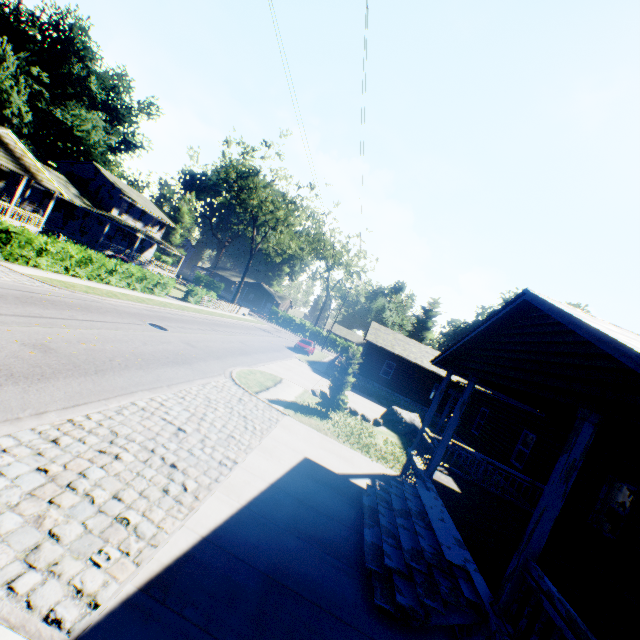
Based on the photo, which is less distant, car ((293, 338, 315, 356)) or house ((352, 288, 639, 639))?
house ((352, 288, 639, 639))

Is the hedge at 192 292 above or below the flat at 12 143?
below

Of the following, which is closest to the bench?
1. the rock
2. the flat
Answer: the rock

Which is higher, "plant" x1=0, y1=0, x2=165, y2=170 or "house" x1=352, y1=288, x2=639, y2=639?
"plant" x1=0, y1=0, x2=165, y2=170

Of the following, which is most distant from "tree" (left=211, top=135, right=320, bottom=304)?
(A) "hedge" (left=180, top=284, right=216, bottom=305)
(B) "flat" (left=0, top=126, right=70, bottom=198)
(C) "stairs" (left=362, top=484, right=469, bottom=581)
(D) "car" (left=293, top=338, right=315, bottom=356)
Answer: (C) "stairs" (left=362, top=484, right=469, bottom=581)

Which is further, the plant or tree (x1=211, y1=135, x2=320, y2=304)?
the plant

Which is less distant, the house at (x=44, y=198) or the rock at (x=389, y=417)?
the rock at (x=389, y=417)

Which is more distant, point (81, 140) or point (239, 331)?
point (81, 140)
